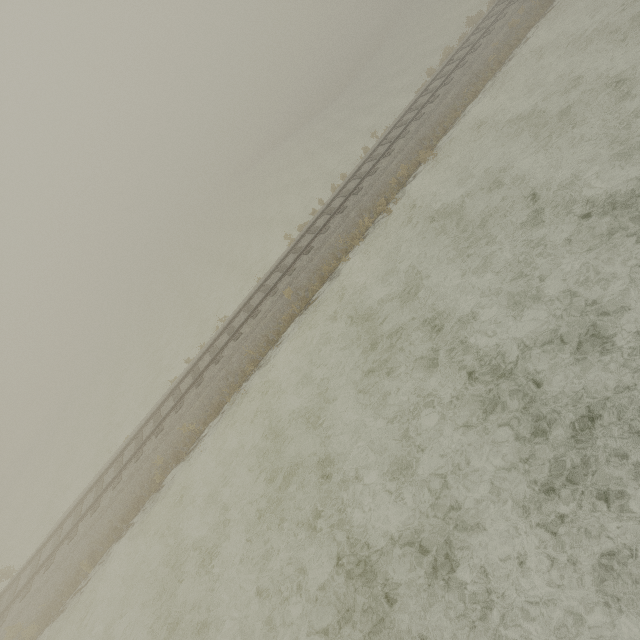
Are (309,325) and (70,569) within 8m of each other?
no
